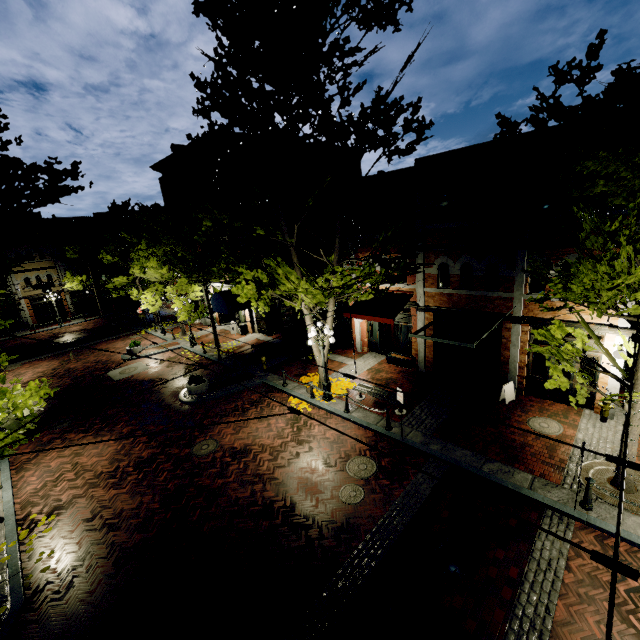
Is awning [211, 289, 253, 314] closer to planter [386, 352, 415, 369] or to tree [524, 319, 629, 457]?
tree [524, 319, 629, 457]

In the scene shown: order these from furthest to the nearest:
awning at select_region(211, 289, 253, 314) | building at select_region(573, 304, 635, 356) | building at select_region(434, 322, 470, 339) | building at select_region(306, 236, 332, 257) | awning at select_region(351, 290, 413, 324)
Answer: awning at select_region(211, 289, 253, 314) → building at select_region(306, 236, 332, 257) → awning at select_region(351, 290, 413, 324) → building at select_region(434, 322, 470, 339) → building at select_region(573, 304, 635, 356)

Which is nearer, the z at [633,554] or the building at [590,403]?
the z at [633,554]

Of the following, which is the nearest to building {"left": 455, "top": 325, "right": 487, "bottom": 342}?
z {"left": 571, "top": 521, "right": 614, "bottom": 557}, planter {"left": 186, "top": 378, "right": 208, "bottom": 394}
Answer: z {"left": 571, "top": 521, "right": 614, "bottom": 557}

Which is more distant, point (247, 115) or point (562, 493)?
point (247, 115)

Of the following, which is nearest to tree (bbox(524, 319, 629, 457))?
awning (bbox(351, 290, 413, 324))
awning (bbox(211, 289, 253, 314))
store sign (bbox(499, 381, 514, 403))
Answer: awning (bbox(211, 289, 253, 314))

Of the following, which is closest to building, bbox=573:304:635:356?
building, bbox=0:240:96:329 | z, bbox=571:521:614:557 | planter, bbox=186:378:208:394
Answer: z, bbox=571:521:614:557

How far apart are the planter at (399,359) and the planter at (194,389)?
9.4 meters
